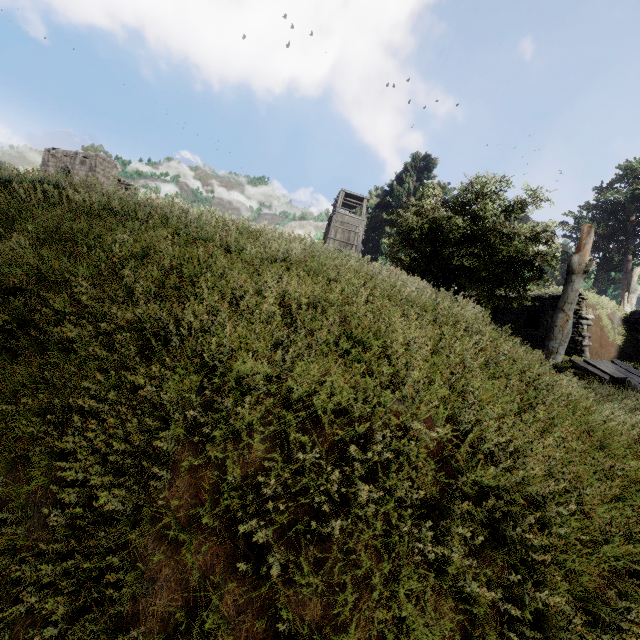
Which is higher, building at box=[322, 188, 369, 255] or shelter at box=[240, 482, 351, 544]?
building at box=[322, 188, 369, 255]

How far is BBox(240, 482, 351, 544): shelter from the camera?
1.4m

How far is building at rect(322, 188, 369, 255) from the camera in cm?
3186

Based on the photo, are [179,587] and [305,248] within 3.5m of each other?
yes

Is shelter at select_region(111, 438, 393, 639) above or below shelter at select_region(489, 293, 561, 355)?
below

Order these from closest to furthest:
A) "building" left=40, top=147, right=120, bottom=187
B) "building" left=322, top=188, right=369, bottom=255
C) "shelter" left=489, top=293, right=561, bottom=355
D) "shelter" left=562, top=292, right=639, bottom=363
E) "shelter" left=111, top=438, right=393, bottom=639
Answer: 1. "shelter" left=111, top=438, right=393, bottom=639
2. "shelter" left=562, top=292, right=639, bottom=363
3. "shelter" left=489, top=293, right=561, bottom=355
4. "building" left=40, top=147, right=120, bottom=187
5. "building" left=322, top=188, right=369, bottom=255

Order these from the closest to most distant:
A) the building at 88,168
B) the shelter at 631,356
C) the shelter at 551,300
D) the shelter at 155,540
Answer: the shelter at 155,540 < the shelter at 631,356 < the shelter at 551,300 < the building at 88,168

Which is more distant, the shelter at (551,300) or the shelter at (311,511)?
the shelter at (551,300)
